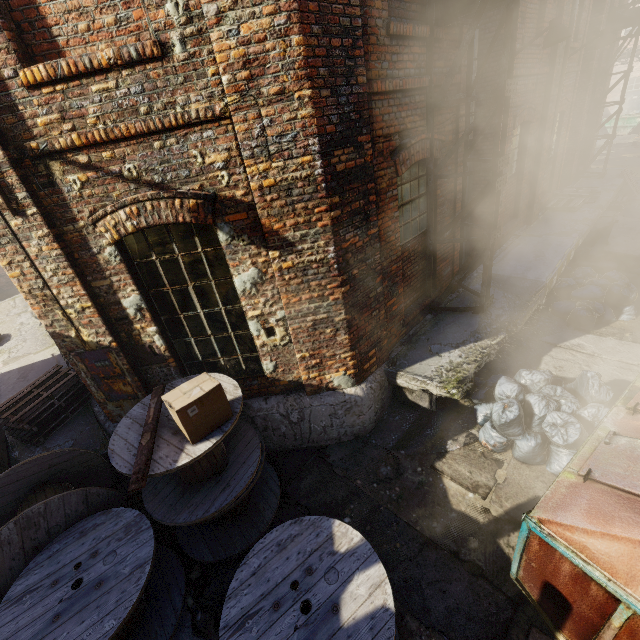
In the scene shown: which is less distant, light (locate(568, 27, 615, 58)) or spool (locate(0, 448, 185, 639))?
spool (locate(0, 448, 185, 639))

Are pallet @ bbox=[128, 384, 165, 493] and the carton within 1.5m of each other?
yes

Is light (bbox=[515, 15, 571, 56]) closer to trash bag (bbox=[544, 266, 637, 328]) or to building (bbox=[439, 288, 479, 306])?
building (bbox=[439, 288, 479, 306])

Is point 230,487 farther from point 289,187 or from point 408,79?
point 408,79

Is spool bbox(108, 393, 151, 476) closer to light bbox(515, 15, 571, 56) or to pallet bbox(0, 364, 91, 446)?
pallet bbox(0, 364, 91, 446)

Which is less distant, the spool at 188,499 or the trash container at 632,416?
the trash container at 632,416

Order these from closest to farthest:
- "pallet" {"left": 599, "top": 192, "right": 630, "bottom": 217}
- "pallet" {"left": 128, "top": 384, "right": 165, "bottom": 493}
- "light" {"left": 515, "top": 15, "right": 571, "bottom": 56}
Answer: "pallet" {"left": 128, "top": 384, "right": 165, "bottom": 493} < "light" {"left": 515, "top": 15, "right": 571, "bottom": 56} < "pallet" {"left": 599, "top": 192, "right": 630, "bottom": 217}

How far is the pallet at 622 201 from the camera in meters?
11.7
